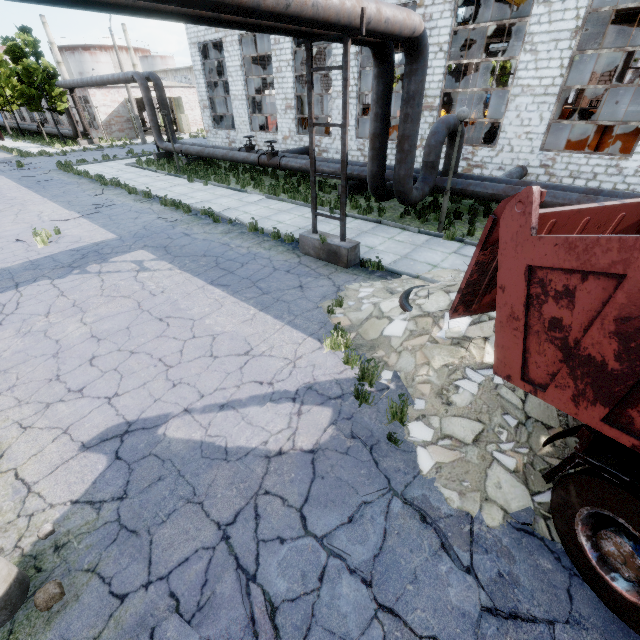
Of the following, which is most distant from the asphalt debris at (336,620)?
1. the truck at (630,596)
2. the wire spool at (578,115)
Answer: the wire spool at (578,115)

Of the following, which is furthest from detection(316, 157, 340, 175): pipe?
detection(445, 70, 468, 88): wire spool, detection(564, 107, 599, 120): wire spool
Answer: detection(445, 70, 468, 88): wire spool

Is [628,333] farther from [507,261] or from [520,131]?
[520,131]

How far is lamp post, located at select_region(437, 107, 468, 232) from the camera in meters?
8.7 m

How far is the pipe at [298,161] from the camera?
15.27m

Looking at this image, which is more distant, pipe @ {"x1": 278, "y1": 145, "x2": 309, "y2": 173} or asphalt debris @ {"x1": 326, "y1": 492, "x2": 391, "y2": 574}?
pipe @ {"x1": 278, "y1": 145, "x2": 309, "y2": 173}

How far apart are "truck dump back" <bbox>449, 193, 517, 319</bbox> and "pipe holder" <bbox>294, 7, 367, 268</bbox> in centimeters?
451cm

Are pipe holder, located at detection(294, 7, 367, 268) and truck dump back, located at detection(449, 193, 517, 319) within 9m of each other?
yes
